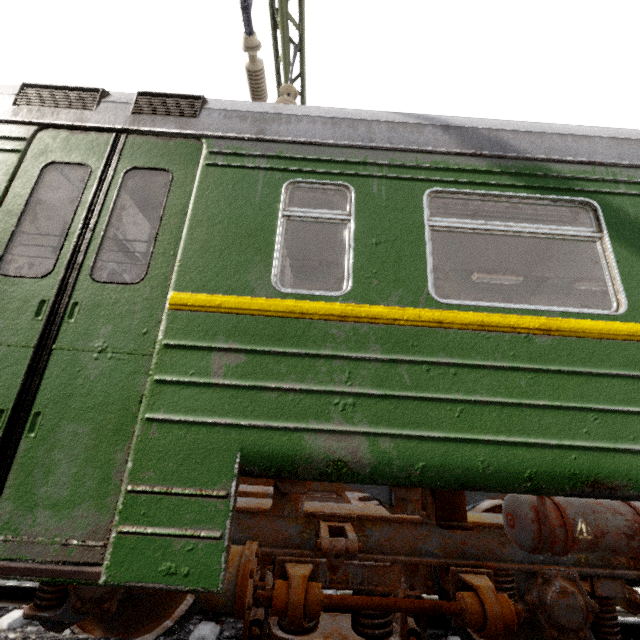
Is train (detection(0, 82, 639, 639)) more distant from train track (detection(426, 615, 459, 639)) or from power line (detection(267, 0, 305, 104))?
power line (detection(267, 0, 305, 104))

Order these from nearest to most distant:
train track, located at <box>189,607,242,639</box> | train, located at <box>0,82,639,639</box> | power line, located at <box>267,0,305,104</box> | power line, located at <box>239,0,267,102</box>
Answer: train, located at <box>0,82,639,639</box>, train track, located at <box>189,607,242,639</box>, power line, located at <box>239,0,267,102</box>, power line, located at <box>267,0,305,104</box>

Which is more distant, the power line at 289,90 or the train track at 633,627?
the power line at 289,90

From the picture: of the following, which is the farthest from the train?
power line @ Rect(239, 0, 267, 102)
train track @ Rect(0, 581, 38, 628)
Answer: power line @ Rect(239, 0, 267, 102)

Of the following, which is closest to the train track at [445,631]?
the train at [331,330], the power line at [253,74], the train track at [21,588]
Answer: the train at [331,330]

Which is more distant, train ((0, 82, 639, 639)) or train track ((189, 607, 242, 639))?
train track ((189, 607, 242, 639))

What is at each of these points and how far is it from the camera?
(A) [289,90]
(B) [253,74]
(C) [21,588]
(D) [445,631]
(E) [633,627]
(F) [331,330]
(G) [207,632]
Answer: (A) power line, 5.27m
(B) power line, 3.63m
(C) train track, 2.69m
(D) train track, 2.67m
(E) train track, 2.75m
(F) train, 2.01m
(G) train track, 2.45m
